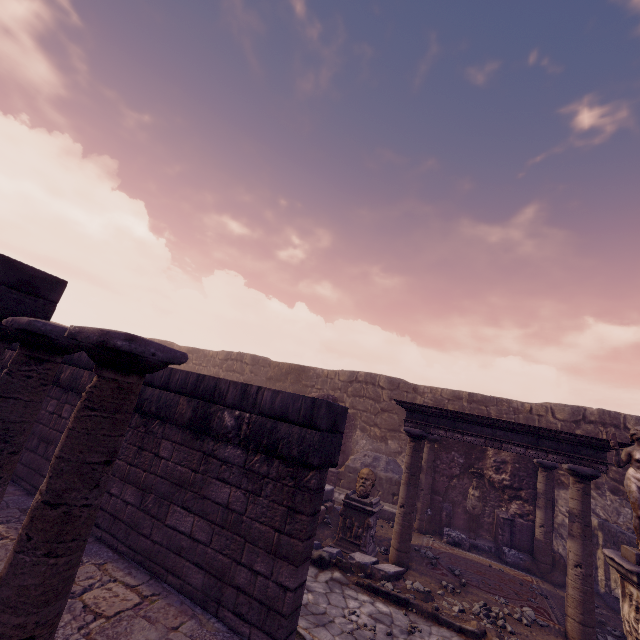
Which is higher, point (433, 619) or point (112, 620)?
point (112, 620)

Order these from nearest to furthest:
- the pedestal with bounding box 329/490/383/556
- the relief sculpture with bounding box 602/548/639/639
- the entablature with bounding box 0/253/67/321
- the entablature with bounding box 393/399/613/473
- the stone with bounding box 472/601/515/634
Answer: the entablature with bounding box 0/253/67/321 < the relief sculpture with bounding box 602/548/639/639 < the stone with bounding box 472/601/515/634 < the entablature with bounding box 393/399/613/473 < the pedestal with bounding box 329/490/383/556

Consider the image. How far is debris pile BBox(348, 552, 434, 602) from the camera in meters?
6.0

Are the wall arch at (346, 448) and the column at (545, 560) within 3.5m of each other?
no

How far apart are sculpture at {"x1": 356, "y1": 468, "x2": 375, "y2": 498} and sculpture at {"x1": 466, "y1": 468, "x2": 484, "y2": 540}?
4.64m

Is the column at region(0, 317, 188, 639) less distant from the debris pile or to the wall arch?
the debris pile

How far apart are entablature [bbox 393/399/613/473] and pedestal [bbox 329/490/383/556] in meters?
1.9 m

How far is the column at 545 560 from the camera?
8.88m
